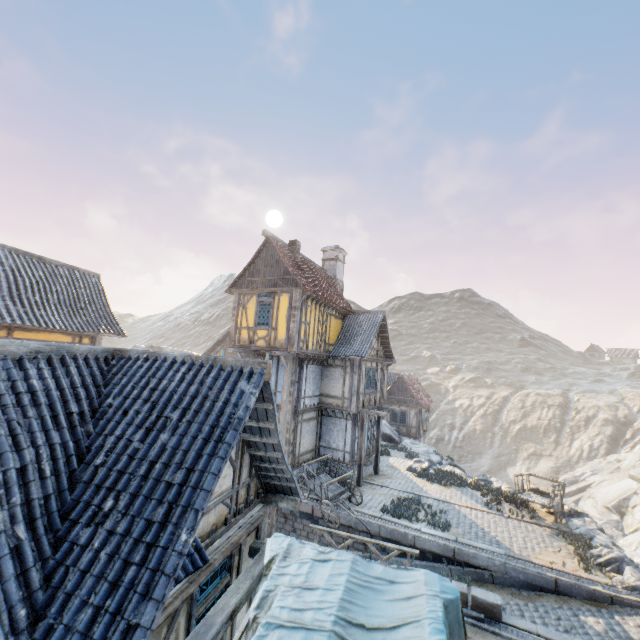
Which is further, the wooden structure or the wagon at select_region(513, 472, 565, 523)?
the wooden structure

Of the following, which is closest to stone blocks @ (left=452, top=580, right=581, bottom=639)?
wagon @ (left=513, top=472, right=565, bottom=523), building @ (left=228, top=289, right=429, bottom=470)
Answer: building @ (left=228, top=289, right=429, bottom=470)

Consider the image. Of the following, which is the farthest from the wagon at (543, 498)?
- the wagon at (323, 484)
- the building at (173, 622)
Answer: the building at (173, 622)

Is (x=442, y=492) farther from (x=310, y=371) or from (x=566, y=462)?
(x=566, y=462)

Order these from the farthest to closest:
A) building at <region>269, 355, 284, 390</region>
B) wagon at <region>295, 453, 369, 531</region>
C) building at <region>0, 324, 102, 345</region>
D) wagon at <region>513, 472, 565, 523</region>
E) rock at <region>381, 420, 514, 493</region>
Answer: rock at <region>381, 420, 514, 493</region> < building at <region>269, 355, 284, 390</region> < wagon at <region>513, 472, 565, 523</region> < wagon at <region>295, 453, 369, 531</region> < building at <region>0, 324, 102, 345</region>

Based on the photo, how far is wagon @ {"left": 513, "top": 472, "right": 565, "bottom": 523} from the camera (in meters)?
14.74

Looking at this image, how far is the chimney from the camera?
22.5 meters

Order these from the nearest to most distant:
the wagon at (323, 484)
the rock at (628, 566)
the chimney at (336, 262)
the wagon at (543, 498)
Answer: the rock at (628, 566) → the wagon at (323, 484) → the wagon at (543, 498) → the chimney at (336, 262)
